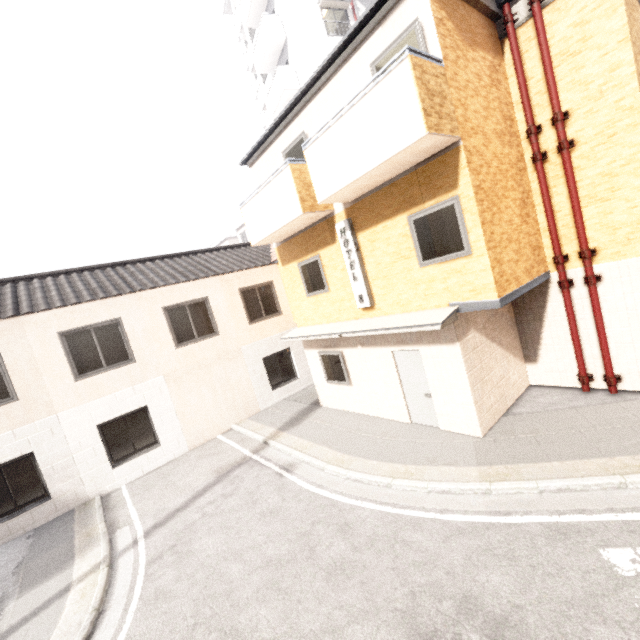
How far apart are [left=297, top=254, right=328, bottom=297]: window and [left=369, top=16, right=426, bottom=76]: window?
3.97m

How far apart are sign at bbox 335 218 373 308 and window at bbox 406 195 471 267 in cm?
148

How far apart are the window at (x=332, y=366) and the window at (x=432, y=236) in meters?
3.9

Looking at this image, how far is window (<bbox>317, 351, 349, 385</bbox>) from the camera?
10.15m

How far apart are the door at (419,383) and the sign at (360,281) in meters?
1.3 m

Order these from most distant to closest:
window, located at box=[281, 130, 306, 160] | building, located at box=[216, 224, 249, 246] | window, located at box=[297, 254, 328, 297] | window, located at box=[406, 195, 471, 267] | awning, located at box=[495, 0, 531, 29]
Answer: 1. building, located at box=[216, 224, 249, 246]
2. window, located at box=[297, 254, 328, 297]
3. window, located at box=[281, 130, 306, 160]
4. awning, located at box=[495, 0, 531, 29]
5. window, located at box=[406, 195, 471, 267]

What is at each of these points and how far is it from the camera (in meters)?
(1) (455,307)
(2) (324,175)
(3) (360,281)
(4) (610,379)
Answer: (1) awning, 6.72
(2) balcony, 7.11
(3) sign, 8.42
(4) pipe, 7.37

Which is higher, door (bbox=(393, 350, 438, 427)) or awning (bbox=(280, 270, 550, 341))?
awning (bbox=(280, 270, 550, 341))
